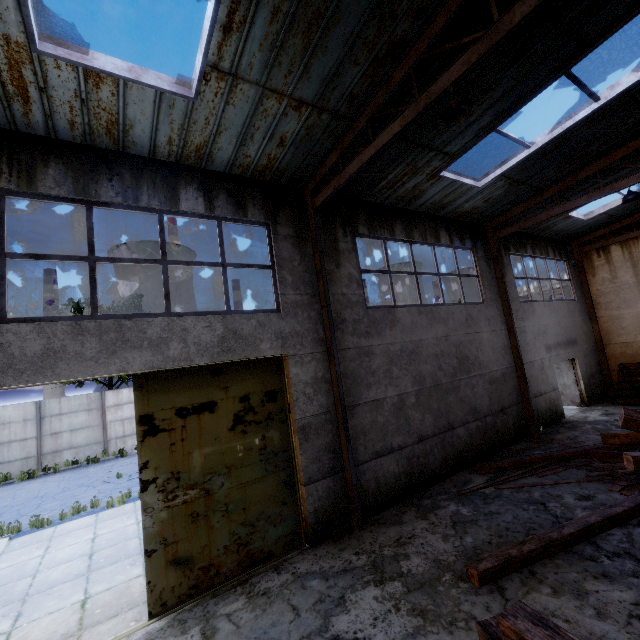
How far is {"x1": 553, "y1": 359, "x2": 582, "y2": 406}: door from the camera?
14.5 meters

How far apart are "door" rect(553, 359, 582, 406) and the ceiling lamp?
14.5m

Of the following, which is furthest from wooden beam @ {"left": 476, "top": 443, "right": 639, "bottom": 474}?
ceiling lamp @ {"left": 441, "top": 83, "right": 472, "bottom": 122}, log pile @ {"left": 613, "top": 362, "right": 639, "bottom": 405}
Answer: ceiling lamp @ {"left": 441, "top": 83, "right": 472, "bottom": 122}

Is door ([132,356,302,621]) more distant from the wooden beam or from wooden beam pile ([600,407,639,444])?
the wooden beam

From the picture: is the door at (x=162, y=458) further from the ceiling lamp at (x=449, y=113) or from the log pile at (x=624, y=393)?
the log pile at (x=624, y=393)

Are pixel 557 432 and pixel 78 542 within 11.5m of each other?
no

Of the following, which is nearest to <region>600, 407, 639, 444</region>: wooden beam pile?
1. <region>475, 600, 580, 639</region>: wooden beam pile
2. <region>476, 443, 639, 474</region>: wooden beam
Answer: <region>476, 443, 639, 474</region>: wooden beam

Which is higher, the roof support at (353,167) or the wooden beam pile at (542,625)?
the roof support at (353,167)
